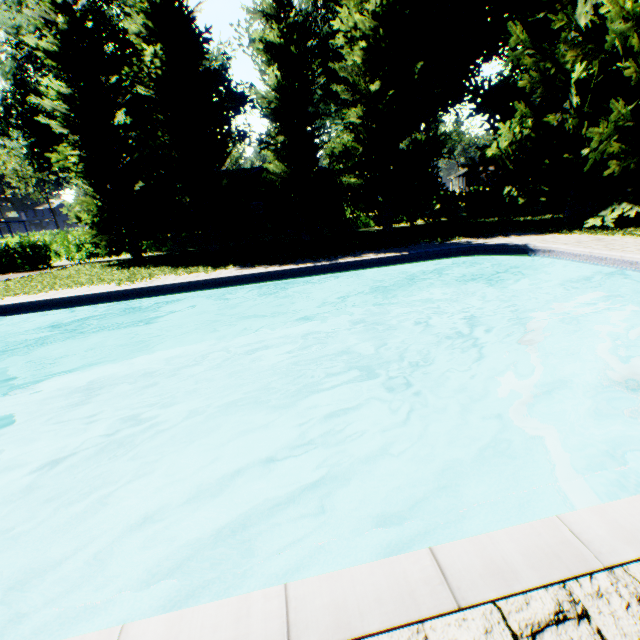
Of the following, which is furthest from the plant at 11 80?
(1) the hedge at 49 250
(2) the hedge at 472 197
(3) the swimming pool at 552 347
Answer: (3) the swimming pool at 552 347

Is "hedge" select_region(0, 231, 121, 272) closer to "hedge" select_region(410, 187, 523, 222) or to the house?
the house

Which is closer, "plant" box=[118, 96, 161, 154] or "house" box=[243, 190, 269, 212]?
"house" box=[243, 190, 269, 212]

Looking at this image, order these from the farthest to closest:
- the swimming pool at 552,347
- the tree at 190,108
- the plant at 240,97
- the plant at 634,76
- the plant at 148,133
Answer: the plant at 240,97
the plant at 148,133
the tree at 190,108
the plant at 634,76
the swimming pool at 552,347

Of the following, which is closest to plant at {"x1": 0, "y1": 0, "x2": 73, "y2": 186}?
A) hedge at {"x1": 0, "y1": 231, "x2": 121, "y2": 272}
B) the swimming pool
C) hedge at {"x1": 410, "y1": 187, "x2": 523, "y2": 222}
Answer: hedge at {"x1": 0, "y1": 231, "x2": 121, "y2": 272}

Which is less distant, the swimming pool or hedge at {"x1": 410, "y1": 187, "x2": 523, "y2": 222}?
the swimming pool

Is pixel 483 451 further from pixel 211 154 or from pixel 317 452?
pixel 211 154

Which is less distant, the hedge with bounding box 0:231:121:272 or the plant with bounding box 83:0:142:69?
the hedge with bounding box 0:231:121:272
